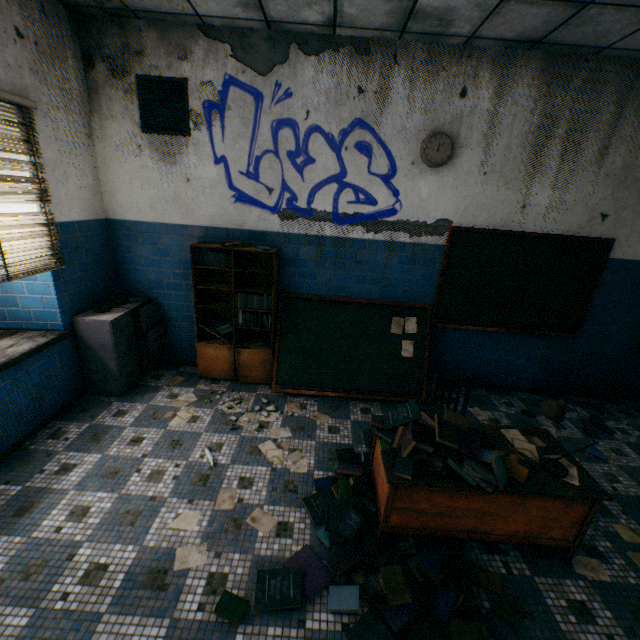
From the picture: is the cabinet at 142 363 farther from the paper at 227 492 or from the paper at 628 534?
the paper at 628 534

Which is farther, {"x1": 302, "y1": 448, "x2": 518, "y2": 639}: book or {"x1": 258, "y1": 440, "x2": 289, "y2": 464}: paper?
{"x1": 258, "y1": 440, "x2": 289, "y2": 464}: paper

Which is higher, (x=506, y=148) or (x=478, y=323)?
(x=506, y=148)

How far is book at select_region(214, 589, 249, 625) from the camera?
1.9m

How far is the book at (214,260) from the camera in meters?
3.8

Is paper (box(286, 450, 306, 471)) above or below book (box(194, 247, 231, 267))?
below

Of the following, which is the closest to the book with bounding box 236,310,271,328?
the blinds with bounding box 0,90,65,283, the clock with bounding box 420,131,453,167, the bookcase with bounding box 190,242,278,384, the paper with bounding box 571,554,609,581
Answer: the bookcase with bounding box 190,242,278,384

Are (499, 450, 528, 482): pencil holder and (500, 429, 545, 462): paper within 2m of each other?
yes
